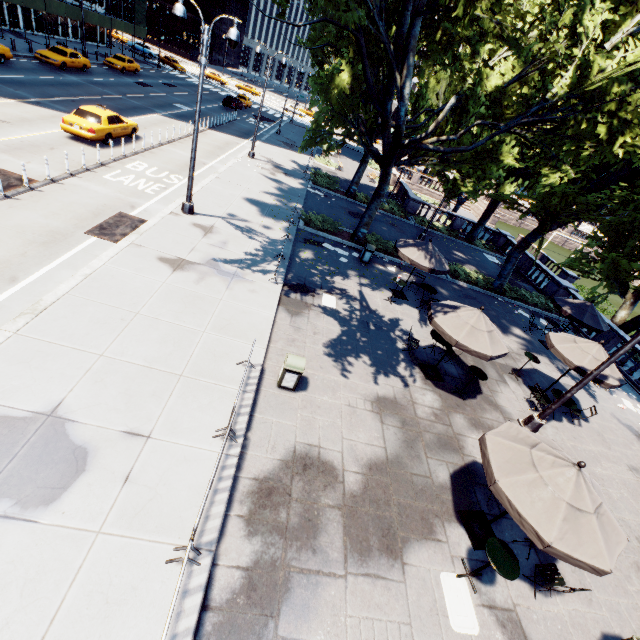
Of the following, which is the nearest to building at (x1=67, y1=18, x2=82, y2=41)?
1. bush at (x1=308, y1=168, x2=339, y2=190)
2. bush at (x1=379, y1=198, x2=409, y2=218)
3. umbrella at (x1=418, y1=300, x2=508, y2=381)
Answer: bush at (x1=308, y1=168, x2=339, y2=190)

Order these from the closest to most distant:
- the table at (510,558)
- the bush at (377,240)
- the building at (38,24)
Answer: the table at (510,558), the bush at (377,240), the building at (38,24)

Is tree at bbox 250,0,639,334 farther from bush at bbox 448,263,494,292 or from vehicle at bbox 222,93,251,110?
vehicle at bbox 222,93,251,110

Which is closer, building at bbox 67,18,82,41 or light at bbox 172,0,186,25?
light at bbox 172,0,186,25

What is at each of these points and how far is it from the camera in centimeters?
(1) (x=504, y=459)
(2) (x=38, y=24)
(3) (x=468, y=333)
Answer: (1) umbrella, 634cm
(2) building, 3662cm
(3) umbrella, 982cm

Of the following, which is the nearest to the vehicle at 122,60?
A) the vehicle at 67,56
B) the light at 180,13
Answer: the vehicle at 67,56

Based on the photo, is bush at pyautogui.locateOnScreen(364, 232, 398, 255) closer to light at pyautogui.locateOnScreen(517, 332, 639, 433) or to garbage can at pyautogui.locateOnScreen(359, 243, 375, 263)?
garbage can at pyautogui.locateOnScreen(359, 243, 375, 263)

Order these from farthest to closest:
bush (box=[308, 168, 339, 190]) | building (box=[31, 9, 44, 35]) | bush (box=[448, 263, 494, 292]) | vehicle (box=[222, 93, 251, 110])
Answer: vehicle (box=[222, 93, 251, 110]) → building (box=[31, 9, 44, 35]) → bush (box=[308, 168, 339, 190]) → bush (box=[448, 263, 494, 292])
